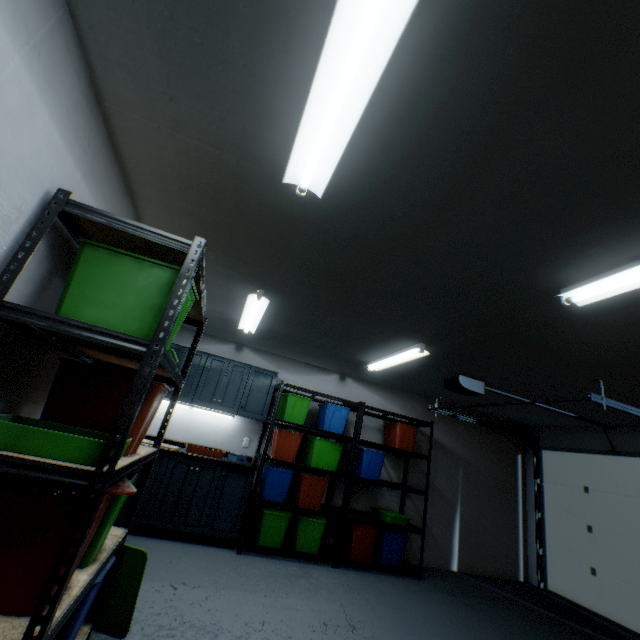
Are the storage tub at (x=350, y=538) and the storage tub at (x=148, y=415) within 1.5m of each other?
no

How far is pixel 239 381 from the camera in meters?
4.4 m

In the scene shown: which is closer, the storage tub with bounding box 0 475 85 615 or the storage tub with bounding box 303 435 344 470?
the storage tub with bounding box 0 475 85 615

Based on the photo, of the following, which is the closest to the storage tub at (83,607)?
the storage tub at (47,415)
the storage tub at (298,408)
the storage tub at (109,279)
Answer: the storage tub at (47,415)

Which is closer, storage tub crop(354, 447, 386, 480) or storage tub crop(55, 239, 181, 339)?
storage tub crop(55, 239, 181, 339)

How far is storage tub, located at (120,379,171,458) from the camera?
1.5m

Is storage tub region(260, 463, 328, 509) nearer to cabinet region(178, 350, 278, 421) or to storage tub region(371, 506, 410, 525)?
cabinet region(178, 350, 278, 421)

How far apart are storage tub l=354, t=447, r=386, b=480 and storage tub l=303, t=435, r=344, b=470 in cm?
25
